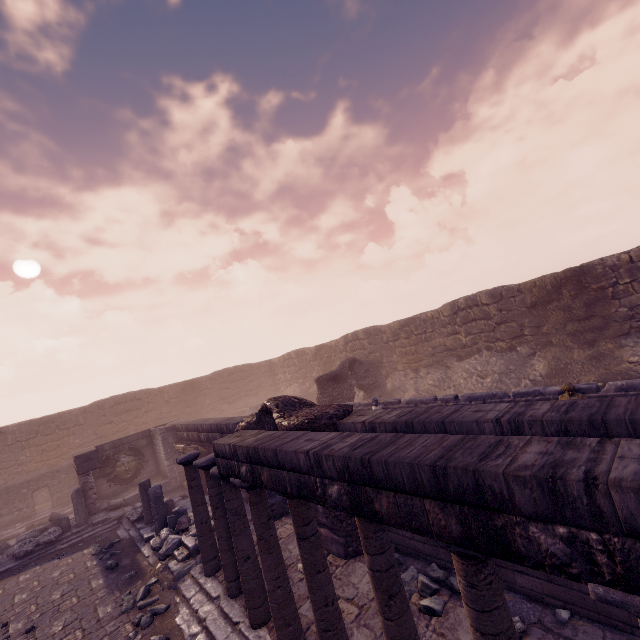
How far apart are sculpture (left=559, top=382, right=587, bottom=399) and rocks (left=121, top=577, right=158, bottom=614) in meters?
9.8 m

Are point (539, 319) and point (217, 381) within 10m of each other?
no

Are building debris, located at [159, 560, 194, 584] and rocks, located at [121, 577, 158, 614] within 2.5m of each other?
yes

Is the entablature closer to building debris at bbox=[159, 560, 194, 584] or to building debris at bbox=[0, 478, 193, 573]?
building debris at bbox=[159, 560, 194, 584]

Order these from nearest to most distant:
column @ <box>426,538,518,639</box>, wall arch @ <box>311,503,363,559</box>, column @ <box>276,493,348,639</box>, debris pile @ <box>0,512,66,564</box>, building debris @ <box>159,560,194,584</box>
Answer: column @ <box>426,538,518,639</box> → column @ <box>276,493,348,639</box> → wall arch @ <box>311,503,363,559</box> → building debris @ <box>159,560,194,584</box> → debris pile @ <box>0,512,66,564</box>

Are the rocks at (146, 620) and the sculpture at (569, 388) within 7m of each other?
no

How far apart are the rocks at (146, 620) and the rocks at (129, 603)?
0.24m

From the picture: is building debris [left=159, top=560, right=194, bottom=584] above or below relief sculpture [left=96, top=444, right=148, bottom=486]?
below
